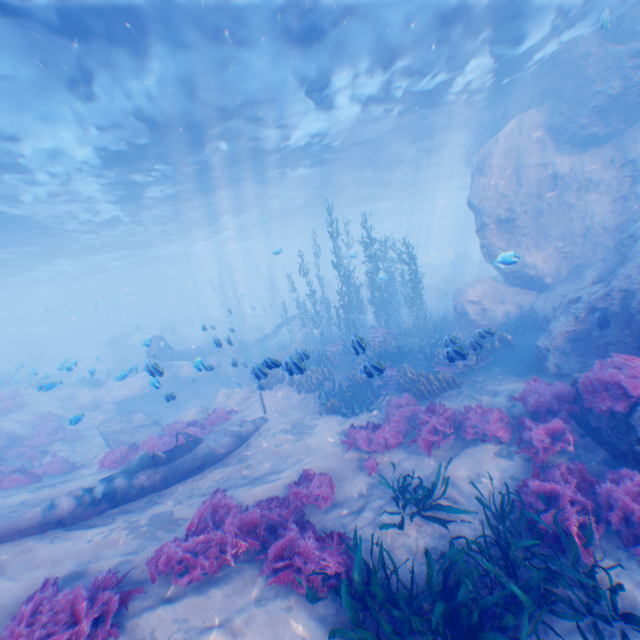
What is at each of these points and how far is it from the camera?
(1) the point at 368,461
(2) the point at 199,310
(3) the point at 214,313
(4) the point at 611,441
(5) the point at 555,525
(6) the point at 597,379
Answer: (1) instancedfoliageactor, 8.18m
(2) rock, 59.97m
(3) rock, 59.34m
(4) rock, 6.07m
(5) instancedfoliageactor, 4.99m
(6) instancedfoliageactor, 6.17m

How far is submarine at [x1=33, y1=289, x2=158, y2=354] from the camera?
51.9m

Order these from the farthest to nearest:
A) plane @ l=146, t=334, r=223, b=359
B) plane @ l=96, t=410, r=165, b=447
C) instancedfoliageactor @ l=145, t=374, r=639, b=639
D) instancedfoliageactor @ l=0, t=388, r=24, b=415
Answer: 1. instancedfoliageactor @ l=0, t=388, r=24, b=415
2. plane @ l=96, t=410, r=165, b=447
3. plane @ l=146, t=334, r=223, b=359
4. instancedfoliageactor @ l=145, t=374, r=639, b=639

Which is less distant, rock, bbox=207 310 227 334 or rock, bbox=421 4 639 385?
rock, bbox=421 4 639 385

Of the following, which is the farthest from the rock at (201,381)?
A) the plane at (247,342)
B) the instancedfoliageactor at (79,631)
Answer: the instancedfoliageactor at (79,631)

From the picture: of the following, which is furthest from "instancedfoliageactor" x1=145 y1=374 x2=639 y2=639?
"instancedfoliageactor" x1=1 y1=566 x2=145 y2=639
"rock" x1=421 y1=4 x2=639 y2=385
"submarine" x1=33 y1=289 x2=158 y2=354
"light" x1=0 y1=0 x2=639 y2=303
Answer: "submarine" x1=33 y1=289 x2=158 y2=354

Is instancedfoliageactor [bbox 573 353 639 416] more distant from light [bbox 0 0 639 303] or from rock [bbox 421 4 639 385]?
light [bbox 0 0 639 303]

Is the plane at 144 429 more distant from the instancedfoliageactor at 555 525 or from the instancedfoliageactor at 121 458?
the instancedfoliageactor at 555 525
